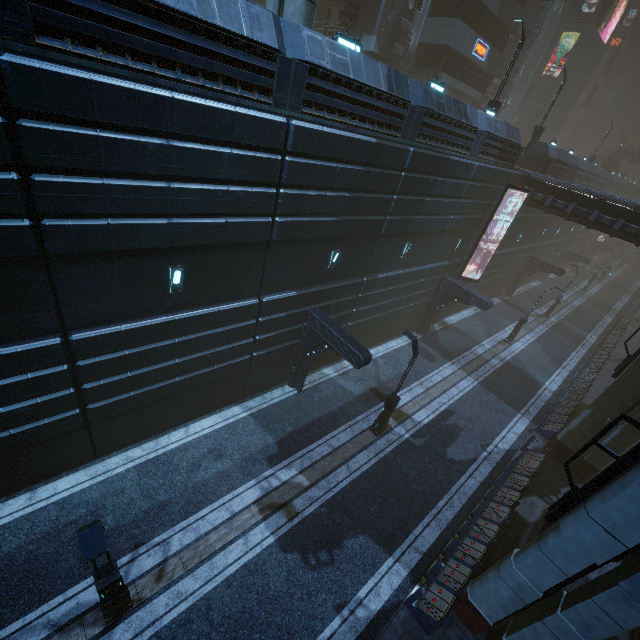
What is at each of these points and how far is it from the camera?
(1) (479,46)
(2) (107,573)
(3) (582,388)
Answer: (1) sign, 25.34m
(2) street light, 7.46m
(3) building, 21.61m

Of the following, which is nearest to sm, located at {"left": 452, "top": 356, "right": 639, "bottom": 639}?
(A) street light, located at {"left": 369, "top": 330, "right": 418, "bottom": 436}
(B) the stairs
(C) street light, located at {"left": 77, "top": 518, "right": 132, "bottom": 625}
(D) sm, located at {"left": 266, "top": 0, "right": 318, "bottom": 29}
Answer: (A) street light, located at {"left": 369, "top": 330, "right": 418, "bottom": 436}

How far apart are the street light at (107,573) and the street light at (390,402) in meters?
10.6 m

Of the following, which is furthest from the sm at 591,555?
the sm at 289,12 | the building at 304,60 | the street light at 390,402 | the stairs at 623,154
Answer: the stairs at 623,154

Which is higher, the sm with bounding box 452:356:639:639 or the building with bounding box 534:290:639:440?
the sm with bounding box 452:356:639:639

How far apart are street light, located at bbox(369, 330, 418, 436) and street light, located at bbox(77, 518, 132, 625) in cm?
1057

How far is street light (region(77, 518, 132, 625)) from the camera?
5.32m

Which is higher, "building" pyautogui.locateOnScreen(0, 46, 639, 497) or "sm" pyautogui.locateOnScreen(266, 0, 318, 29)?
"sm" pyautogui.locateOnScreen(266, 0, 318, 29)
